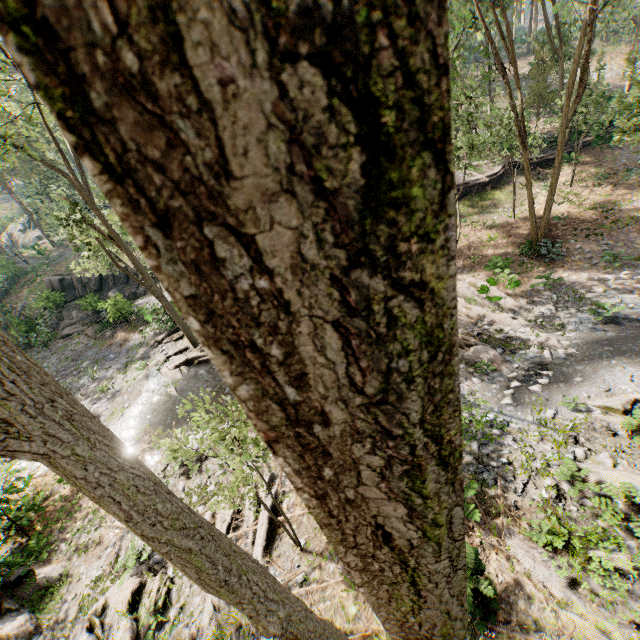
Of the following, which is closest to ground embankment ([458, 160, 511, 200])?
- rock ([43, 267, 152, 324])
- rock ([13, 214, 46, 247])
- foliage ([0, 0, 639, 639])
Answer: foliage ([0, 0, 639, 639])

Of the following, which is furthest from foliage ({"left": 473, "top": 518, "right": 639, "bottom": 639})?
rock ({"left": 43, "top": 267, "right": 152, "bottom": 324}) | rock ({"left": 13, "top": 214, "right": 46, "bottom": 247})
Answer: rock ({"left": 13, "top": 214, "right": 46, "bottom": 247})

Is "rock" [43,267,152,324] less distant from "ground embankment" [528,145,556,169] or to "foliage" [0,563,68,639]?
"foliage" [0,563,68,639]

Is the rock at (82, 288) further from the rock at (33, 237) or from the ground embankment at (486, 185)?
the rock at (33, 237)

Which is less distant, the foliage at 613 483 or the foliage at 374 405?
Result: the foliage at 374 405

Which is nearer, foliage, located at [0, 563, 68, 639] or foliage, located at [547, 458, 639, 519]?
foliage, located at [547, 458, 639, 519]

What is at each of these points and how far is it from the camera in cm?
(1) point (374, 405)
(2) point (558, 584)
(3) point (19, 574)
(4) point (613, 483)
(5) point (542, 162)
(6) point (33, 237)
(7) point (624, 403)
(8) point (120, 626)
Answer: (1) foliage, 49
(2) foliage, 692
(3) foliage, 1167
(4) foliage, 845
(5) ground embankment, 2622
(6) rock, 5706
(7) foliage, 1026
(8) foliage, 866
